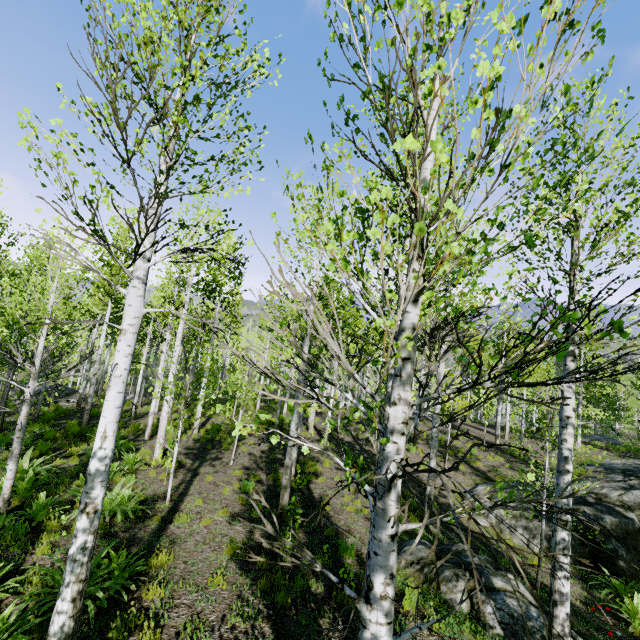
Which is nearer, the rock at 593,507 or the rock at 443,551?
the rock at 443,551

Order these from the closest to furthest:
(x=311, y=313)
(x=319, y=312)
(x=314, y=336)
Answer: (x=311, y=313) < (x=314, y=336) < (x=319, y=312)

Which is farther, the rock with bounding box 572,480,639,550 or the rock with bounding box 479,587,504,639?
the rock with bounding box 572,480,639,550

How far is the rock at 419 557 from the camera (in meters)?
6.82

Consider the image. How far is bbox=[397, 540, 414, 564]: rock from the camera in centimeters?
713cm
